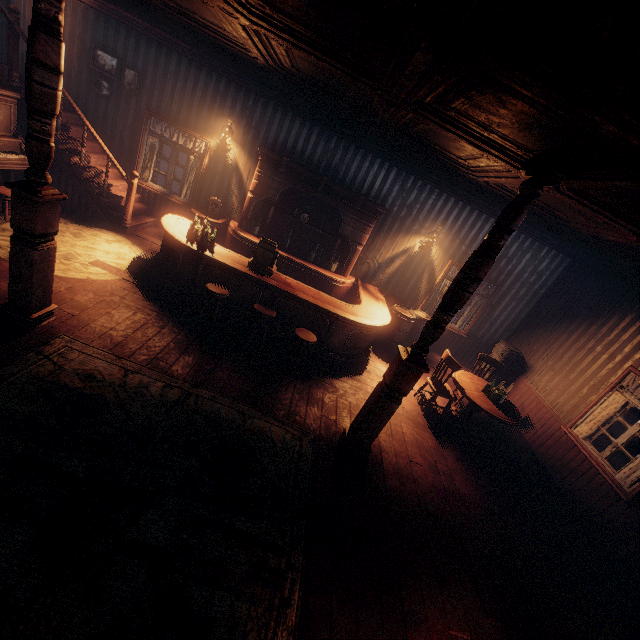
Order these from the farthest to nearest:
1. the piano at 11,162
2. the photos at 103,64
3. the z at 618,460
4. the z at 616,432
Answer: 1. the z at 616,432
2. the z at 618,460
3. the photos at 103,64
4. the piano at 11,162

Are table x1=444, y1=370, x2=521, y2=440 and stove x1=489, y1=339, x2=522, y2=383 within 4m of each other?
yes

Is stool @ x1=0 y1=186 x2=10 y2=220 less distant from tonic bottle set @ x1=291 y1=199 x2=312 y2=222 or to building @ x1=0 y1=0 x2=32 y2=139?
building @ x1=0 y1=0 x2=32 y2=139

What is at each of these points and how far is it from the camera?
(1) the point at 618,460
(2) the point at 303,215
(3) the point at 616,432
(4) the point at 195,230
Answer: (1) z, 10.97m
(2) tonic bottle set, 7.61m
(3) z, 13.54m
(4) glass bottle set, 5.77m

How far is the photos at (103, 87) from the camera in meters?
7.1 m

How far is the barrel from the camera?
7.52m

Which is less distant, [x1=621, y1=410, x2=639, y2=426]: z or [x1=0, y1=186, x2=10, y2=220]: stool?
[x1=0, y1=186, x2=10, y2=220]: stool

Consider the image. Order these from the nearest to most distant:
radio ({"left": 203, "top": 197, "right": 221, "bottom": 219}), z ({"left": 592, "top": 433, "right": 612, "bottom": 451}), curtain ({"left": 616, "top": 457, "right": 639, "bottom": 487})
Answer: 1. curtain ({"left": 616, "top": 457, "right": 639, "bottom": 487})
2. radio ({"left": 203, "top": 197, "right": 221, "bottom": 219})
3. z ({"left": 592, "top": 433, "right": 612, "bottom": 451})
